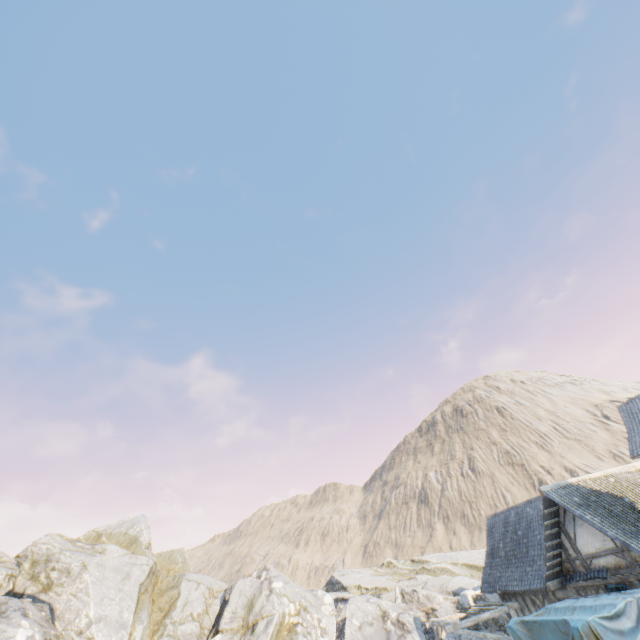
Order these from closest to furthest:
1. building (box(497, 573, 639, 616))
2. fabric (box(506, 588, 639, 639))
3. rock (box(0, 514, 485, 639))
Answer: fabric (box(506, 588, 639, 639)) < building (box(497, 573, 639, 616)) < rock (box(0, 514, 485, 639))

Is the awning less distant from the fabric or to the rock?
the rock

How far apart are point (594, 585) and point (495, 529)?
6.9m

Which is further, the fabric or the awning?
the awning

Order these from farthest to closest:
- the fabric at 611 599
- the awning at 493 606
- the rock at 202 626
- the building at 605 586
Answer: the rock at 202 626 → the awning at 493 606 → the building at 605 586 → the fabric at 611 599

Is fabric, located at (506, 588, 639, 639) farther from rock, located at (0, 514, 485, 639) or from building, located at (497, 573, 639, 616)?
rock, located at (0, 514, 485, 639)

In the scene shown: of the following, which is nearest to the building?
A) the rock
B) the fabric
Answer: the fabric

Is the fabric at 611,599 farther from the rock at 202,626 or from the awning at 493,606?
the rock at 202,626
